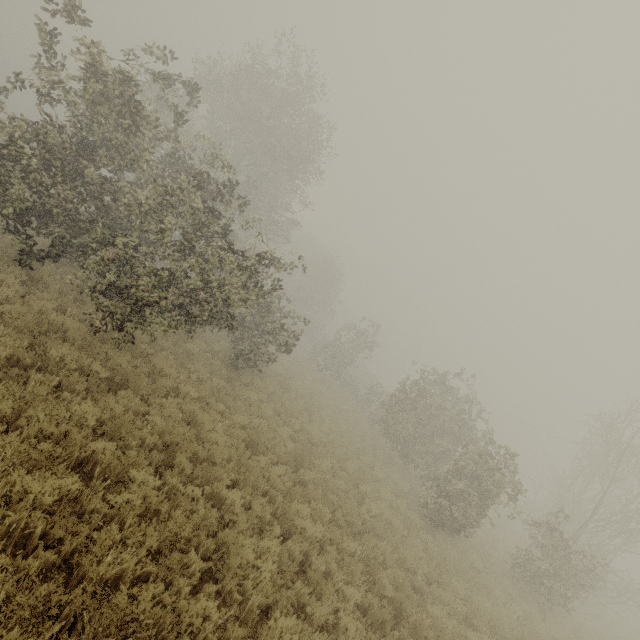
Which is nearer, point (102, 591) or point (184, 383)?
point (102, 591)

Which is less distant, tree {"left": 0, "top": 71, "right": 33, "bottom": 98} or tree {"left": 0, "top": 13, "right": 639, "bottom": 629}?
tree {"left": 0, "top": 71, "right": 33, "bottom": 98}

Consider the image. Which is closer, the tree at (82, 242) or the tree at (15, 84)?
the tree at (15, 84)
